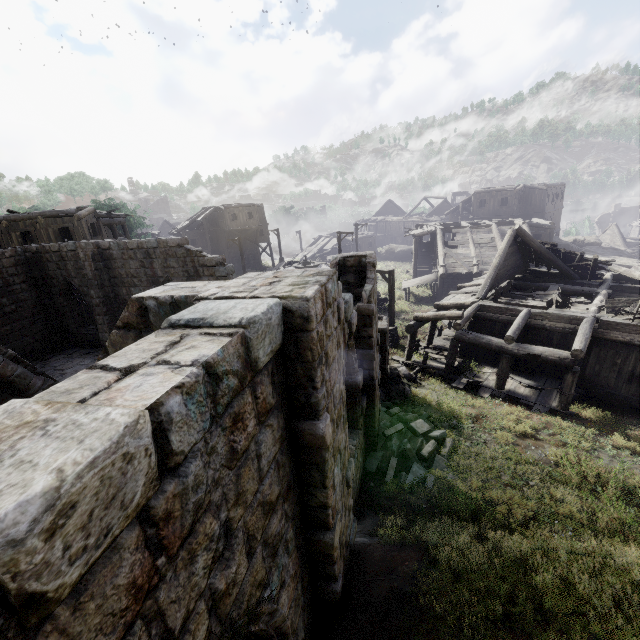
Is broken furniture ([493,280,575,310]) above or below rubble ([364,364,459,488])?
above

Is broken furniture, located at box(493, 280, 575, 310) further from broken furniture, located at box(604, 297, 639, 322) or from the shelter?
the shelter

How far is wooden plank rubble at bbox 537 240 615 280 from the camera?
17.1 meters

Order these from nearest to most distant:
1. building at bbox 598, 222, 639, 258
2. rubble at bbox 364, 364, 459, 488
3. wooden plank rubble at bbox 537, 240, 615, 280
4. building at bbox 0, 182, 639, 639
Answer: building at bbox 0, 182, 639, 639 < rubble at bbox 364, 364, 459, 488 < wooden plank rubble at bbox 537, 240, 615, 280 < building at bbox 598, 222, 639, 258

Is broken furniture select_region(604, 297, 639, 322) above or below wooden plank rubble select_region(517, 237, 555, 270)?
below

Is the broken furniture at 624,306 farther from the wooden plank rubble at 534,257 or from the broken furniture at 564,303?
the wooden plank rubble at 534,257

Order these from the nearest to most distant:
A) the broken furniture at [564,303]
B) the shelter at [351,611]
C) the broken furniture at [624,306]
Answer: the shelter at [351,611], the broken furniture at [624,306], the broken furniture at [564,303]

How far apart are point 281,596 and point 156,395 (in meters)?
2.95
